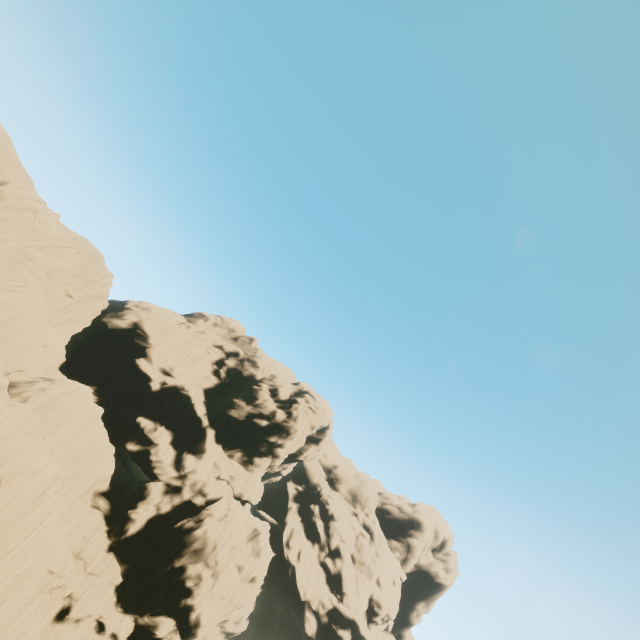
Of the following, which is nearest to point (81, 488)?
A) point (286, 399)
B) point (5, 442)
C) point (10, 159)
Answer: point (5, 442)
